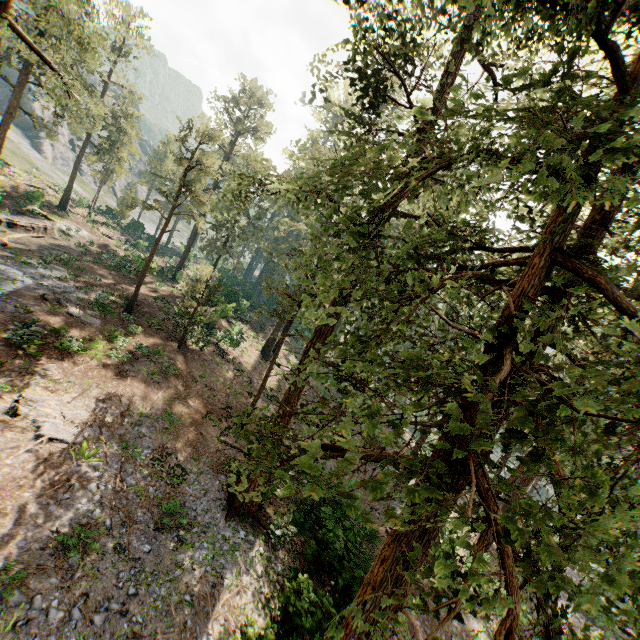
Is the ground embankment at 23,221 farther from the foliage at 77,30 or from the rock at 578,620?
the rock at 578,620

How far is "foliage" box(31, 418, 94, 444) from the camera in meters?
12.3

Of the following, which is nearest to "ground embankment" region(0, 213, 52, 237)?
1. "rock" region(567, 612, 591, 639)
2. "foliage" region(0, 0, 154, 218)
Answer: "foliage" region(0, 0, 154, 218)

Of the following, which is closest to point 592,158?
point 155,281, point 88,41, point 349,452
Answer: point 349,452

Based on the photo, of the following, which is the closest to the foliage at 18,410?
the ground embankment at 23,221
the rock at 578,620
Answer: the rock at 578,620

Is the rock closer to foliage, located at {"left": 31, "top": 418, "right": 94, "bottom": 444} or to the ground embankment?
foliage, located at {"left": 31, "top": 418, "right": 94, "bottom": 444}

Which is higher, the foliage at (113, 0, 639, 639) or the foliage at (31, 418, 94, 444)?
the foliage at (113, 0, 639, 639)

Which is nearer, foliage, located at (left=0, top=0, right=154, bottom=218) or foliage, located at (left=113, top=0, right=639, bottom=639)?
foliage, located at (left=113, top=0, right=639, bottom=639)
